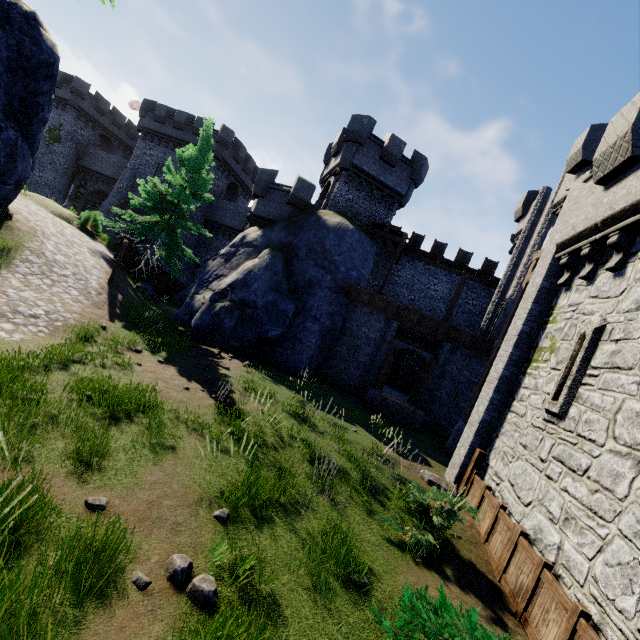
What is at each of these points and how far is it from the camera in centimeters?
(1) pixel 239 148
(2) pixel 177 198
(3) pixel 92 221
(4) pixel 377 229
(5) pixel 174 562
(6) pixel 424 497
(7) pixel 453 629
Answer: (1) building, 3512cm
(2) tree, 1917cm
(3) bush, 2172cm
(4) walkway, 2248cm
(5) instancedfoliageactor, 382cm
(6) bush, 707cm
(7) bush, 370cm

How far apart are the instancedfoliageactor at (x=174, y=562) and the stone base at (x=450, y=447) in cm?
1221

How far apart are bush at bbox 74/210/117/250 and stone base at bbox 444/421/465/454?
24.05m

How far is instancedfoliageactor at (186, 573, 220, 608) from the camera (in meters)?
3.57

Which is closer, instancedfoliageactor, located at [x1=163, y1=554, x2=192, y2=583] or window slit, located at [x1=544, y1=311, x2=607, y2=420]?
instancedfoliageactor, located at [x1=163, y1=554, x2=192, y2=583]

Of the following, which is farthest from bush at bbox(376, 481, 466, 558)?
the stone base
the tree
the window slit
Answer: the tree

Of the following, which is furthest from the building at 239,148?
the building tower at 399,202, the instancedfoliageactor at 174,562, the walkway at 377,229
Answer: the instancedfoliageactor at 174,562

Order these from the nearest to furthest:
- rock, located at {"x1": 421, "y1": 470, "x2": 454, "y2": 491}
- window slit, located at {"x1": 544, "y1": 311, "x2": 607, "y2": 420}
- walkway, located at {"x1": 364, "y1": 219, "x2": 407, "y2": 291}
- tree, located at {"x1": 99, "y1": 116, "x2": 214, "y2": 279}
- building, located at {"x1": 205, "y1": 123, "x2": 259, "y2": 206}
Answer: window slit, located at {"x1": 544, "y1": 311, "x2": 607, "y2": 420}
rock, located at {"x1": 421, "y1": 470, "x2": 454, "y2": 491}
tree, located at {"x1": 99, "y1": 116, "x2": 214, "y2": 279}
walkway, located at {"x1": 364, "y1": 219, "x2": 407, "y2": 291}
building, located at {"x1": 205, "y1": 123, "x2": 259, "y2": 206}
